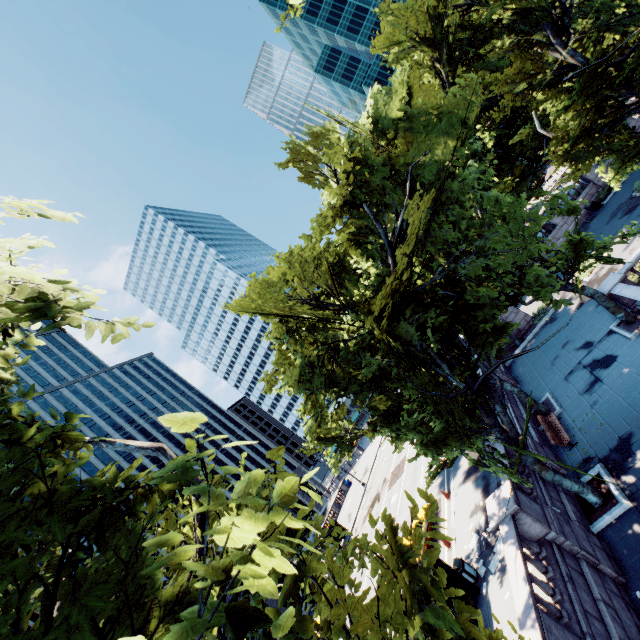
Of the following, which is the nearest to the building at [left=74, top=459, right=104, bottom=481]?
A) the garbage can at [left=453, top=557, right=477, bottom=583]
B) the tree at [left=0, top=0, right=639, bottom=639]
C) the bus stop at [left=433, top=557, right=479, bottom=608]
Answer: the tree at [left=0, top=0, right=639, bottom=639]

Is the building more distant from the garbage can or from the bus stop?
the garbage can

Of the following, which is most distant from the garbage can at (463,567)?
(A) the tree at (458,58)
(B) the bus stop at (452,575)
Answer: (A) the tree at (458,58)

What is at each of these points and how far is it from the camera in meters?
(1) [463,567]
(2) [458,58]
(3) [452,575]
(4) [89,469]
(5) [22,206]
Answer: (1) garbage can, 14.2
(2) tree, 11.3
(3) bus stop, 13.6
(4) building, 58.3
(5) tree, 5.1

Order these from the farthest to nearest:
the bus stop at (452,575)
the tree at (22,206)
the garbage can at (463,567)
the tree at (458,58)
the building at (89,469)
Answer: the building at (89,469), the garbage can at (463,567), the bus stop at (452,575), the tree at (22,206), the tree at (458,58)

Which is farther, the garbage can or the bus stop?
the garbage can

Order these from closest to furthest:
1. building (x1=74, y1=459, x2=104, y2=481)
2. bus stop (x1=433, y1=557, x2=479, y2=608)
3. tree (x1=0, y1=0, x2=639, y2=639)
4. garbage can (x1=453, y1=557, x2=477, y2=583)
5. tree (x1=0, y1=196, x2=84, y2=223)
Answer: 1. tree (x1=0, y1=0, x2=639, y2=639)
2. tree (x1=0, y1=196, x2=84, y2=223)
3. bus stop (x1=433, y1=557, x2=479, y2=608)
4. garbage can (x1=453, y1=557, x2=477, y2=583)
5. building (x1=74, y1=459, x2=104, y2=481)
